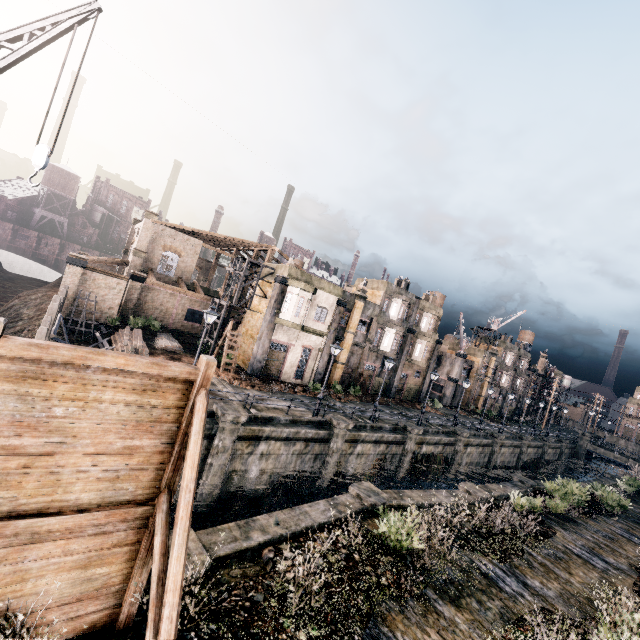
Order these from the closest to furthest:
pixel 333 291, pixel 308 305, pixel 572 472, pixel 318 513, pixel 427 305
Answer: pixel 318 513
pixel 308 305
pixel 333 291
pixel 427 305
pixel 572 472

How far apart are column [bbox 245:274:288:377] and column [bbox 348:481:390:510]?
15.8m

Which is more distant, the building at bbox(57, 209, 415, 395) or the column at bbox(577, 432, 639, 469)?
the column at bbox(577, 432, 639, 469)

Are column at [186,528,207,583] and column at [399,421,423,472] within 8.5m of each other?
no

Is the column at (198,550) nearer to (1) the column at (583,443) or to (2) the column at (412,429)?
(2) the column at (412,429)

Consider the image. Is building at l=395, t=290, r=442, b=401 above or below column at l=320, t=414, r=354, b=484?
above

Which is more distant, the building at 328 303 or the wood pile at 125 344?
the building at 328 303

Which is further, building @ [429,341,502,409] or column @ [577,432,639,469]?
column @ [577,432,639,469]
